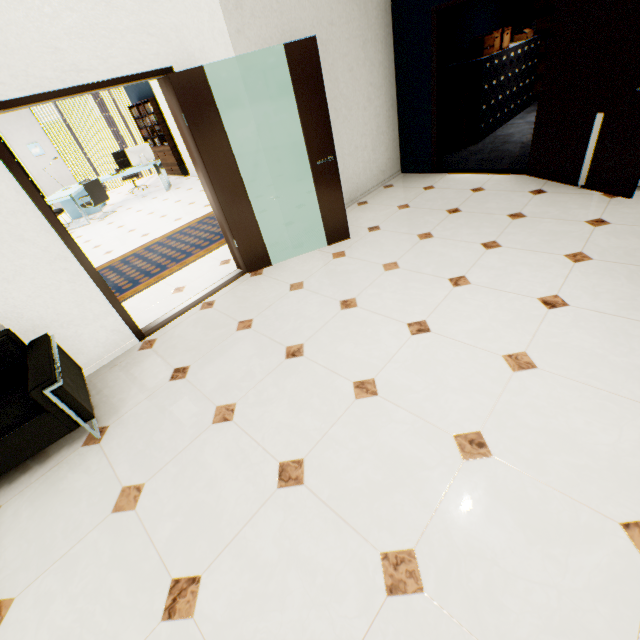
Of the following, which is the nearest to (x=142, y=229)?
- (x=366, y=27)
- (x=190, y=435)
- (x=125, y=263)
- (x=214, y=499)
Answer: (x=125, y=263)

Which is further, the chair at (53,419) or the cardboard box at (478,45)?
the cardboard box at (478,45)

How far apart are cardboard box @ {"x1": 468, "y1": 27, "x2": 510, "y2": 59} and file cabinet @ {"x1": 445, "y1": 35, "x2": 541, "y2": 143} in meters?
0.1 m

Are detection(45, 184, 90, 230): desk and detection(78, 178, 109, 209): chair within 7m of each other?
yes

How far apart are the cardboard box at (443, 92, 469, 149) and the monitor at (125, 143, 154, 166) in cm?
774

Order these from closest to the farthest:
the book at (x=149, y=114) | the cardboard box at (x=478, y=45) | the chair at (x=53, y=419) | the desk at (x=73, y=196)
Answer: the chair at (x=53, y=419)
the cardboard box at (x=478, y=45)
the desk at (x=73, y=196)
the book at (x=149, y=114)

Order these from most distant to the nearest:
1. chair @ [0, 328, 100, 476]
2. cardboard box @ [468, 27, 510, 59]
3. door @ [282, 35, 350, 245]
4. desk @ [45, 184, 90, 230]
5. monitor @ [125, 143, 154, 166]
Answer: monitor @ [125, 143, 154, 166], desk @ [45, 184, 90, 230], cardboard box @ [468, 27, 510, 59], door @ [282, 35, 350, 245], chair @ [0, 328, 100, 476]

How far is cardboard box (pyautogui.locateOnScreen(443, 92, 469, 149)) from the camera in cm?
588
